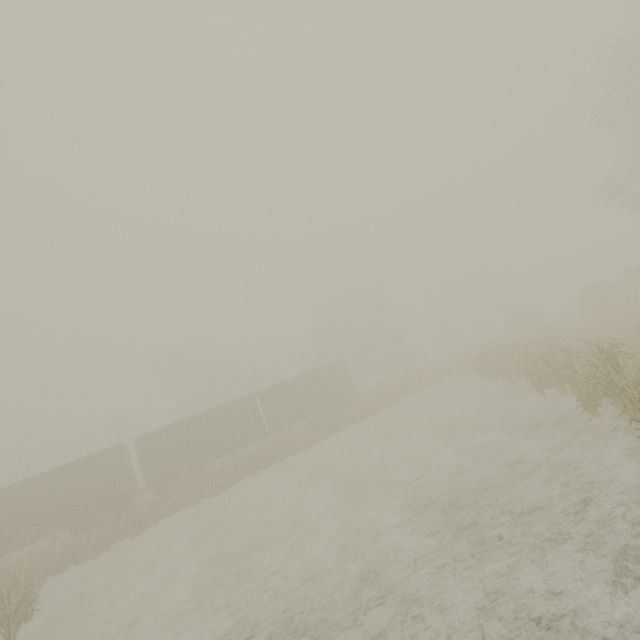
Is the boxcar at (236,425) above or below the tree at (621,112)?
below

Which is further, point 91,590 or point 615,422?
point 91,590

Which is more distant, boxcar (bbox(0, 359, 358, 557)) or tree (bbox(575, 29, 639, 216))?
tree (bbox(575, 29, 639, 216))

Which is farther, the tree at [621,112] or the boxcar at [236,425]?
the tree at [621,112]

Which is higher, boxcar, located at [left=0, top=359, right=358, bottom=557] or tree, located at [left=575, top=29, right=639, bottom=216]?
tree, located at [left=575, top=29, right=639, bottom=216]
